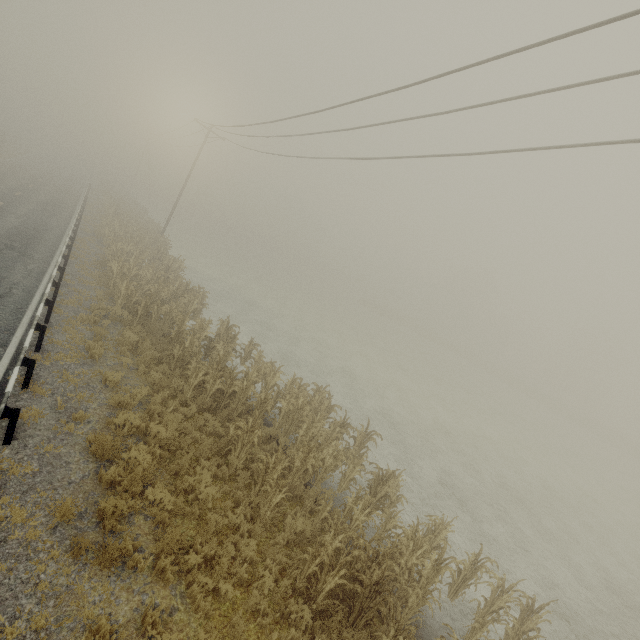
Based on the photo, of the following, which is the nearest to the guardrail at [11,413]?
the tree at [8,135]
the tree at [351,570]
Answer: the tree at [8,135]

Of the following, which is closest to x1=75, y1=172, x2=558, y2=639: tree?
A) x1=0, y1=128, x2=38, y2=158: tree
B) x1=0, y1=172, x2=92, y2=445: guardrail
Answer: x1=0, y1=172, x2=92, y2=445: guardrail

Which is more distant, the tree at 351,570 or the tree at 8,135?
the tree at 8,135

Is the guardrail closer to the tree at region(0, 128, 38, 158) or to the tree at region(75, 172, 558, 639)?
the tree at region(0, 128, 38, 158)

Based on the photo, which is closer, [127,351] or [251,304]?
[127,351]

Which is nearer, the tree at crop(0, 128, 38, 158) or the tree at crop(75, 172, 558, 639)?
the tree at crop(75, 172, 558, 639)
